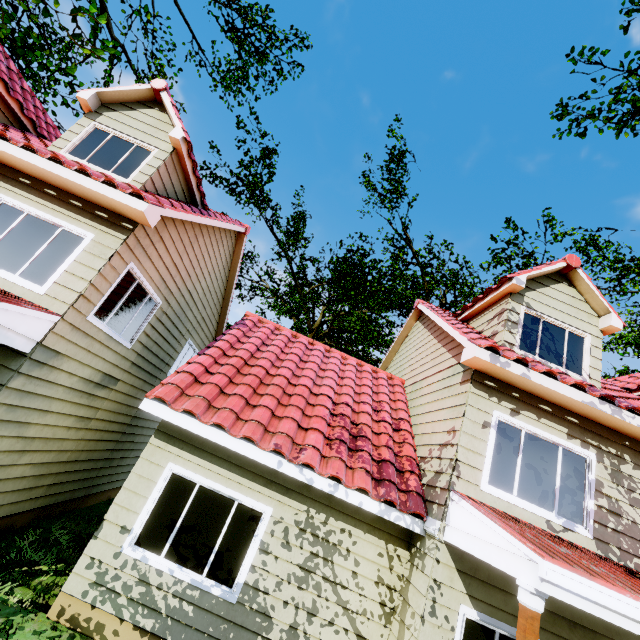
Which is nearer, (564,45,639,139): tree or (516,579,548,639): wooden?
(516,579,548,639): wooden

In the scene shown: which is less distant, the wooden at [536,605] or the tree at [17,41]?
the wooden at [536,605]

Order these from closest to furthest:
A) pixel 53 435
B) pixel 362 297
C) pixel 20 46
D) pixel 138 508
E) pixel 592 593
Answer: pixel 592 593, pixel 138 508, pixel 53 435, pixel 20 46, pixel 362 297

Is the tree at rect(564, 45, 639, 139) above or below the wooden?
above

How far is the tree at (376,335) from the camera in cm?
1761

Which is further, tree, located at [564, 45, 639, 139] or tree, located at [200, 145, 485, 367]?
tree, located at [200, 145, 485, 367]

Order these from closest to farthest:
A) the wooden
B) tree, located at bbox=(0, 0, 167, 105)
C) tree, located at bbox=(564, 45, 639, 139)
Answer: the wooden, tree, located at bbox=(0, 0, 167, 105), tree, located at bbox=(564, 45, 639, 139)

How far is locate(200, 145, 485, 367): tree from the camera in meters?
17.6 m
